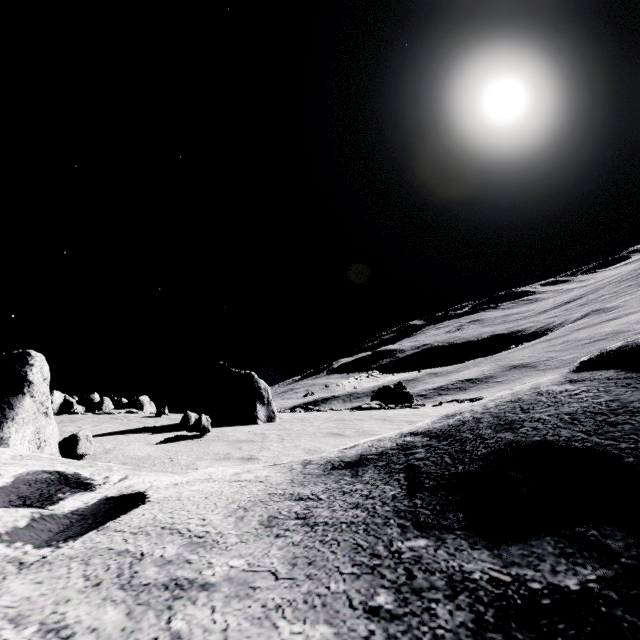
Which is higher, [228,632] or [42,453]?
[42,453]
